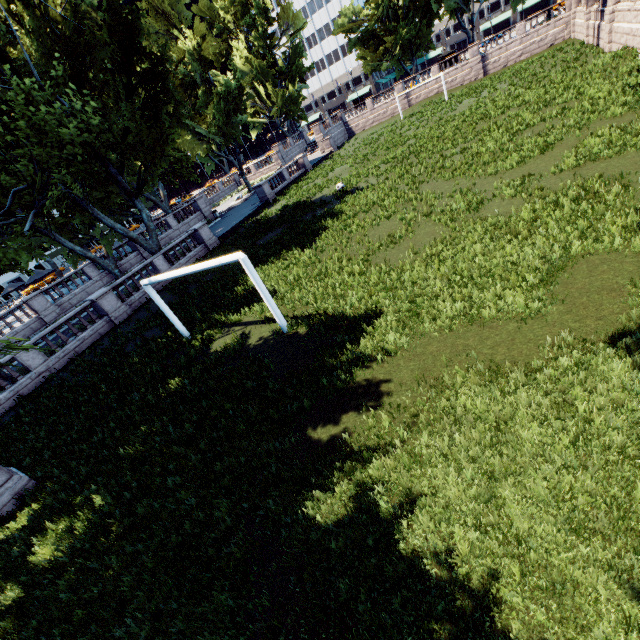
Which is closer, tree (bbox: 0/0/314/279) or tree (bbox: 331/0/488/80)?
tree (bbox: 0/0/314/279)

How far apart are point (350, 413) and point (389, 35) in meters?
62.4

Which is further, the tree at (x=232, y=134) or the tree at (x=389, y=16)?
the tree at (x=389, y=16)
